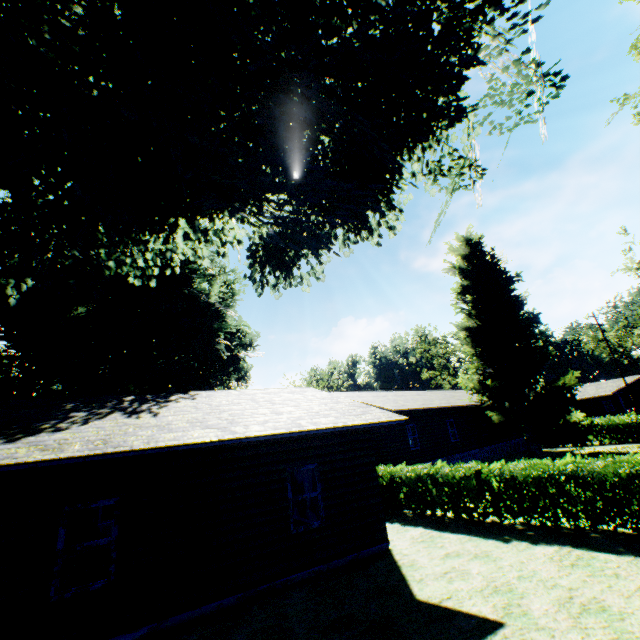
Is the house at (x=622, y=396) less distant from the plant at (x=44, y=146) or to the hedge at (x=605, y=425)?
the hedge at (x=605, y=425)

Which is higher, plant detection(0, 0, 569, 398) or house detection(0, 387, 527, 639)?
plant detection(0, 0, 569, 398)

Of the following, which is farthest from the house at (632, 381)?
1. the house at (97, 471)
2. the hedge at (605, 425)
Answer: the house at (97, 471)

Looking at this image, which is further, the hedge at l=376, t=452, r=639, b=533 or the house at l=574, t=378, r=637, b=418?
the house at l=574, t=378, r=637, b=418

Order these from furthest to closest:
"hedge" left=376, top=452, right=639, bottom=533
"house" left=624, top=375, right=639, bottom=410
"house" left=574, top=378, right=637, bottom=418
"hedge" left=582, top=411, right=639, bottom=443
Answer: "house" left=574, top=378, right=637, bottom=418 → "house" left=624, top=375, right=639, bottom=410 → "hedge" left=582, top=411, right=639, bottom=443 → "hedge" left=376, top=452, right=639, bottom=533

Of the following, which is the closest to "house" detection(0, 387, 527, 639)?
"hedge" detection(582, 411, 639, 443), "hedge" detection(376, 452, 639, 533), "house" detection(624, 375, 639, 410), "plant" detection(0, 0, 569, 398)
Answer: "hedge" detection(376, 452, 639, 533)

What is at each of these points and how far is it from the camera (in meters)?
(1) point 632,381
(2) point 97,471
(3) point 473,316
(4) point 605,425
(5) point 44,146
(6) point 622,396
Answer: (1) house, 43.94
(2) house, 7.11
(3) plant, 27.91
(4) hedge, 27.28
(5) plant, 7.47
(6) house, 48.53

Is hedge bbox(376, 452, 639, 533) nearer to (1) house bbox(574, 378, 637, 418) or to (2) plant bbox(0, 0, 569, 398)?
(2) plant bbox(0, 0, 569, 398)
